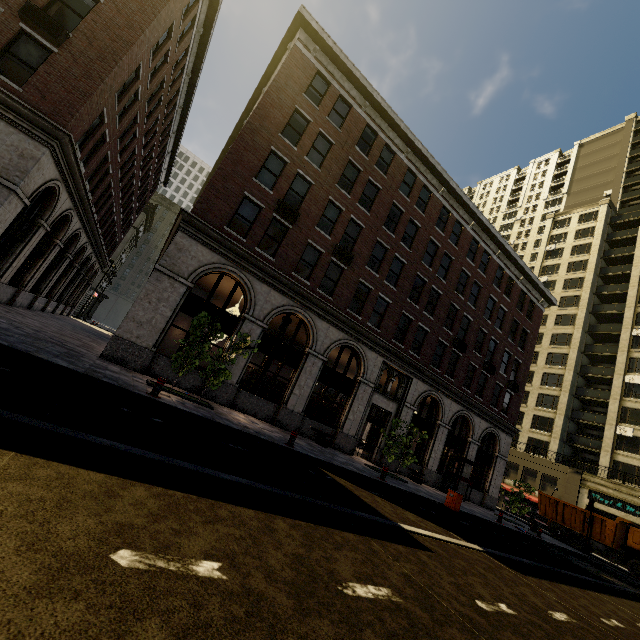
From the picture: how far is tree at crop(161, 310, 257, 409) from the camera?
11.7 meters

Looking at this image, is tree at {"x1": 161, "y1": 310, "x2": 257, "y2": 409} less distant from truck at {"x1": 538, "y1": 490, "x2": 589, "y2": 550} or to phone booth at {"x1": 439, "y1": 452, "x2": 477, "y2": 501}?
phone booth at {"x1": 439, "y1": 452, "x2": 477, "y2": 501}

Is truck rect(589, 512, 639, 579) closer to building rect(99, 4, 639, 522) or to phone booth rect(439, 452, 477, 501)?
building rect(99, 4, 639, 522)

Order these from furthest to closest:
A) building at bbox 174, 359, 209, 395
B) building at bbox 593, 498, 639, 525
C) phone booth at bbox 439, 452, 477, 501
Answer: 1. building at bbox 593, 498, 639, 525
2. phone booth at bbox 439, 452, 477, 501
3. building at bbox 174, 359, 209, 395

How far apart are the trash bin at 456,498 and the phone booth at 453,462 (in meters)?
8.02

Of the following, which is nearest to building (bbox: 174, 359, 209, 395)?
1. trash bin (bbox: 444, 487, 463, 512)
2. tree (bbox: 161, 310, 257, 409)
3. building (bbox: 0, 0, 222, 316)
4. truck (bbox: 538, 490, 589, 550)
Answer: tree (bbox: 161, 310, 257, 409)

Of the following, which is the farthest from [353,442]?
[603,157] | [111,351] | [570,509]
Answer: [603,157]

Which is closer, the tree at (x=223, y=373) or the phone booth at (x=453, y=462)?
the tree at (x=223, y=373)
